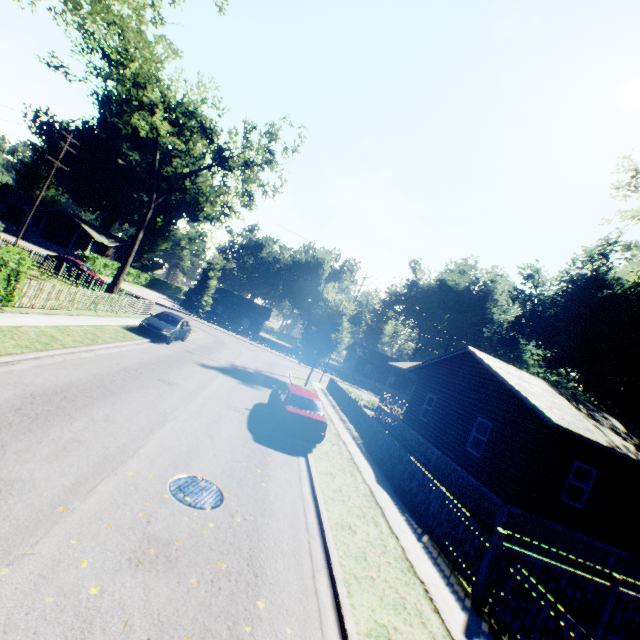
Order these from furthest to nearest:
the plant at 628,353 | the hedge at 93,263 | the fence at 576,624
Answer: the hedge at 93,263
the plant at 628,353
the fence at 576,624

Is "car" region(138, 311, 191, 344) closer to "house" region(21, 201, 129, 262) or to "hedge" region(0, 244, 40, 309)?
"hedge" region(0, 244, 40, 309)

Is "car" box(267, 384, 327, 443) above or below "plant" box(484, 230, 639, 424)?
below

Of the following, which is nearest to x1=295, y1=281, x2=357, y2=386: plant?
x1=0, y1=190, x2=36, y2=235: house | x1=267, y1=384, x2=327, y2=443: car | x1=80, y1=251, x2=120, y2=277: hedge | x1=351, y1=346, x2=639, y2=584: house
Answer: x1=351, y1=346, x2=639, y2=584: house

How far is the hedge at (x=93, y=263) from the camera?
41.5m

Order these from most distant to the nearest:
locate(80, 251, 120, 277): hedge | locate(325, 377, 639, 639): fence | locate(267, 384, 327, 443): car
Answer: locate(80, 251, 120, 277): hedge < locate(267, 384, 327, 443): car < locate(325, 377, 639, 639): fence

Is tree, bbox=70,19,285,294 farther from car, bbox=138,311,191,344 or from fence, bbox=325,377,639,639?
car, bbox=138,311,191,344

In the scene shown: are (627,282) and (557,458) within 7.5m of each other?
no
